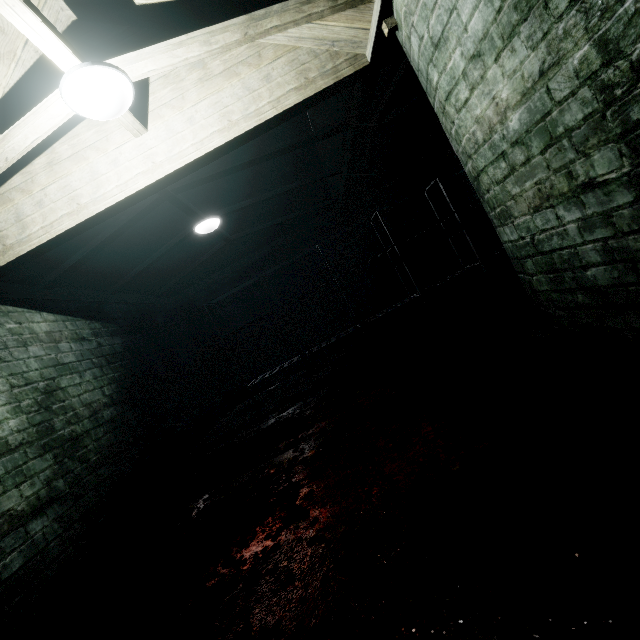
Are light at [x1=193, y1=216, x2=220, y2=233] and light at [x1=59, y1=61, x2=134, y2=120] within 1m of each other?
no

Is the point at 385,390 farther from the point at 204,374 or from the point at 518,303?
the point at 204,374

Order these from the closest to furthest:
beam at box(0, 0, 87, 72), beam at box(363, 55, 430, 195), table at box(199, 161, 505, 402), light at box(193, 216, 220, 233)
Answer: beam at box(0, 0, 87, 72), beam at box(363, 55, 430, 195), light at box(193, 216, 220, 233), table at box(199, 161, 505, 402)

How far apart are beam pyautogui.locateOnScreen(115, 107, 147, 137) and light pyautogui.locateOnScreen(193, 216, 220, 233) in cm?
158

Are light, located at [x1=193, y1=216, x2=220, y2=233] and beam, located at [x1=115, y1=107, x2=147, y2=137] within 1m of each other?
no

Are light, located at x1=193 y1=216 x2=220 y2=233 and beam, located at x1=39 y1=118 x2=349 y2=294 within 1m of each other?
yes

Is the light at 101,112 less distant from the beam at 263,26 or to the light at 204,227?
the beam at 263,26

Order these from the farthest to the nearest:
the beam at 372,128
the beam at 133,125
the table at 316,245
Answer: the table at 316,245, the beam at 372,128, the beam at 133,125
